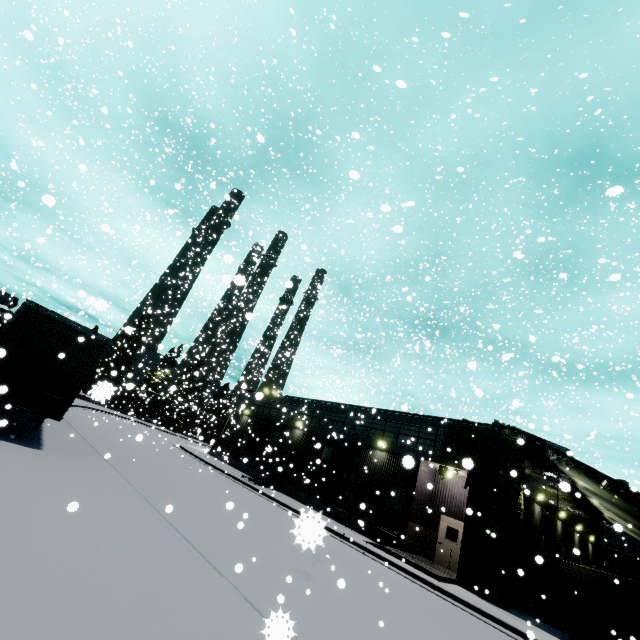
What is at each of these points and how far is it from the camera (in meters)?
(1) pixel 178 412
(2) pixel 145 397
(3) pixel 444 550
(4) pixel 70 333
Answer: (1) cargo car, 59.03
(2) cargo car, 58.94
(3) door, 18.28
(4) semi trailer, 10.31

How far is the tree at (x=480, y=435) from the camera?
14.83m

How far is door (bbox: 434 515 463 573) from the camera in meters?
17.8 m

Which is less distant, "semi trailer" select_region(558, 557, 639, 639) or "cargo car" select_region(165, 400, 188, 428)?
"semi trailer" select_region(558, 557, 639, 639)

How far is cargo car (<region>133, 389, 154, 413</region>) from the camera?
38.56m

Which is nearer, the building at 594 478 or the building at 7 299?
the building at 594 478

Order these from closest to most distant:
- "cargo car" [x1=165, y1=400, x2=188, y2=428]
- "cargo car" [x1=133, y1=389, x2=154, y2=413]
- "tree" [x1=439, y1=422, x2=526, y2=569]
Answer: "tree" [x1=439, y1=422, x2=526, y2=569] < "cargo car" [x1=165, y1=400, x2=188, y2=428] < "cargo car" [x1=133, y1=389, x2=154, y2=413]
